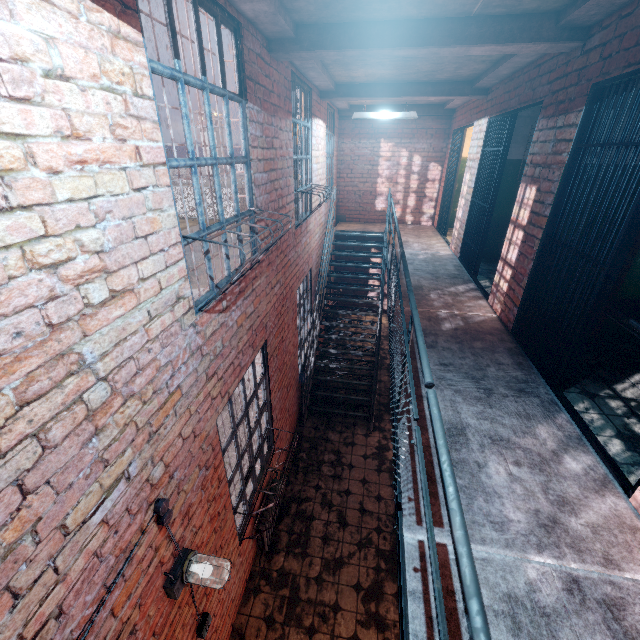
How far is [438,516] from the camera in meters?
1.9

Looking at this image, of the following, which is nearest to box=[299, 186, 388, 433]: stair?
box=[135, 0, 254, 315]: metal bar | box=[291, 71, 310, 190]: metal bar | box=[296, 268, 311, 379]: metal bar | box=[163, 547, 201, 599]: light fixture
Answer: box=[296, 268, 311, 379]: metal bar

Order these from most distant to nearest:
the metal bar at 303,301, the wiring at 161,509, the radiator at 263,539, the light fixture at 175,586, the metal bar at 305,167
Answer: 1. the metal bar at 303,301
2. the metal bar at 305,167
3. the radiator at 263,539
4. the light fixture at 175,586
5. the wiring at 161,509

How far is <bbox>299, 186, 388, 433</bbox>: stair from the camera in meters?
6.4 m

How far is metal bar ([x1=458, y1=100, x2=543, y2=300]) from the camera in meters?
4.6

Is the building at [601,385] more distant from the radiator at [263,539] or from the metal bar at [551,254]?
the radiator at [263,539]

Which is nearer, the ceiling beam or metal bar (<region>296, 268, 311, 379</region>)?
the ceiling beam

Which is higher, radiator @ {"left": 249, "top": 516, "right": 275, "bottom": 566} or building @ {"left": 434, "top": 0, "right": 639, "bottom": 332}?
building @ {"left": 434, "top": 0, "right": 639, "bottom": 332}
